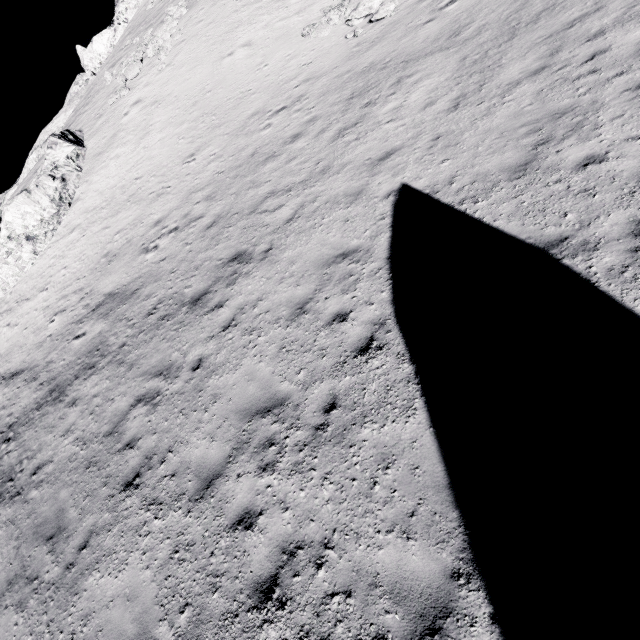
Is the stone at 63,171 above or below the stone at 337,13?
above

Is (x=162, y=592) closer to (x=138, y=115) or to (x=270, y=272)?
(x=270, y=272)

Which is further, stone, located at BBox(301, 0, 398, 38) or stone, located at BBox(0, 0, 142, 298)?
stone, located at BBox(0, 0, 142, 298)

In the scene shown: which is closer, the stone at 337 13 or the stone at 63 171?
the stone at 337 13

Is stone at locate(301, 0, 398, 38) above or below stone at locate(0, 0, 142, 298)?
below
